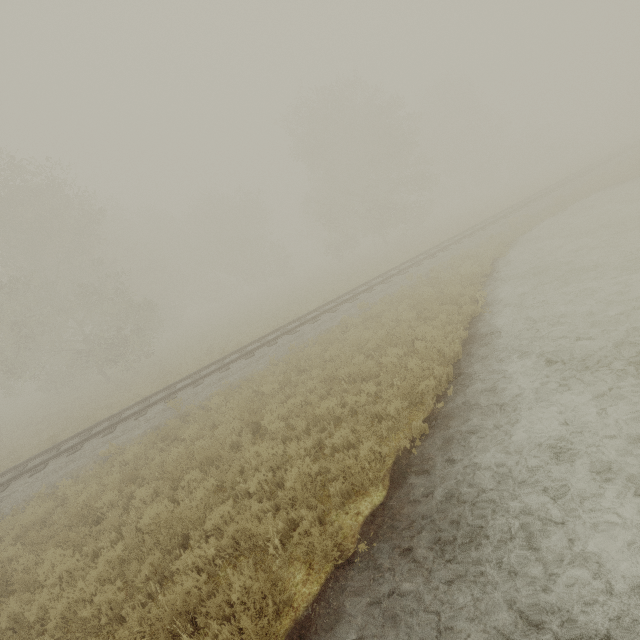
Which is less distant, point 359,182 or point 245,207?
point 359,182
